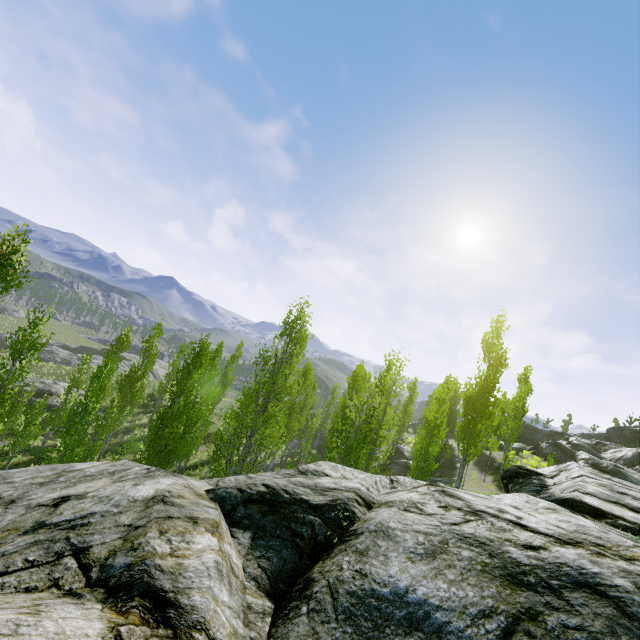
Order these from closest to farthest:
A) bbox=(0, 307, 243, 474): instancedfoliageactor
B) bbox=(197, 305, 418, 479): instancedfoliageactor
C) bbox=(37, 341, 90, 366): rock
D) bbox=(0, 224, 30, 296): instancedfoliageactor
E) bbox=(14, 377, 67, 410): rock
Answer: bbox=(0, 224, 30, 296): instancedfoliageactor → bbox=(197, 305, 418, 479): instancedfoliageactor → bbox=(0, 307, 243, 474): instancedfoliageactor → bbox=(14, 377, 67, 410): rock → bbox=(37, 341, 90, 366): rock

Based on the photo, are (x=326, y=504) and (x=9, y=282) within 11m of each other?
no

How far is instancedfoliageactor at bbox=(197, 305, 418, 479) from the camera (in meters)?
13.51

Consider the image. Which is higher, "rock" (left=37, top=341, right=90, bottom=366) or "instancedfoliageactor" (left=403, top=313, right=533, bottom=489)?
"instancedfoliageactor" (left=403, top=313, right=533, bottom=489)

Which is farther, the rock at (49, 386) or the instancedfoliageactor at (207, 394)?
the rock at (49, 386)

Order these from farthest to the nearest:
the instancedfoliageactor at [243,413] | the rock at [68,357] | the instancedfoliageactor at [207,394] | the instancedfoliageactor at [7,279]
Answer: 1. the rock at [68,357]
2. the instancedfoliageactor at [207,394]
3. the instancedfoliageactor at [243,413]
4. the instancedfoliageactor at [7,279]

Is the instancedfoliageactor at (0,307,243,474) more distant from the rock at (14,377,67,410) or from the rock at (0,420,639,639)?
the rock at (14,377,67,410)

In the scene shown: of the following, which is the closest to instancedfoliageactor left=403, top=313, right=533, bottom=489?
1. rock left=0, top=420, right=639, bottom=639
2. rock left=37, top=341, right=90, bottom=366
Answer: rock left=0, top=420, right=639, bottom=639
